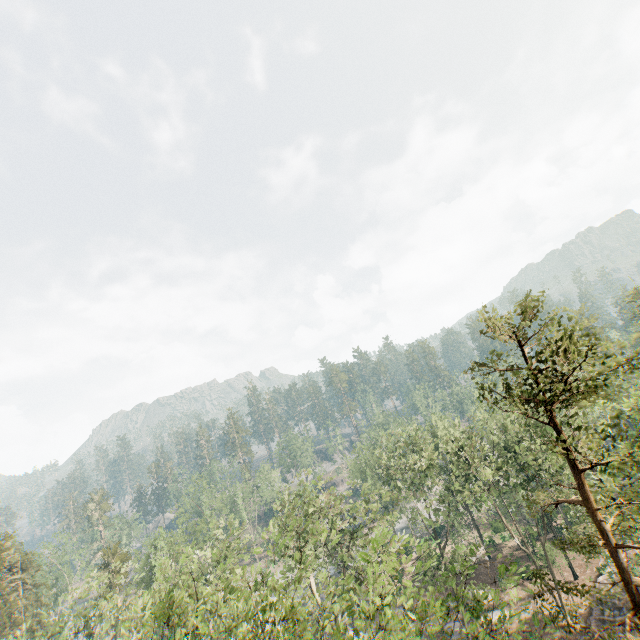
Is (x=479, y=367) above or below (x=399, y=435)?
above

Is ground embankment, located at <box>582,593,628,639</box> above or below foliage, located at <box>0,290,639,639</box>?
below

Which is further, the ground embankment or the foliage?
the ground embankment

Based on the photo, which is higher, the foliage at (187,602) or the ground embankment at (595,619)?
the foliage at (187,602)

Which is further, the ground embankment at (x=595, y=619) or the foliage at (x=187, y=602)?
the ground embankment at (x=595, y=619)
